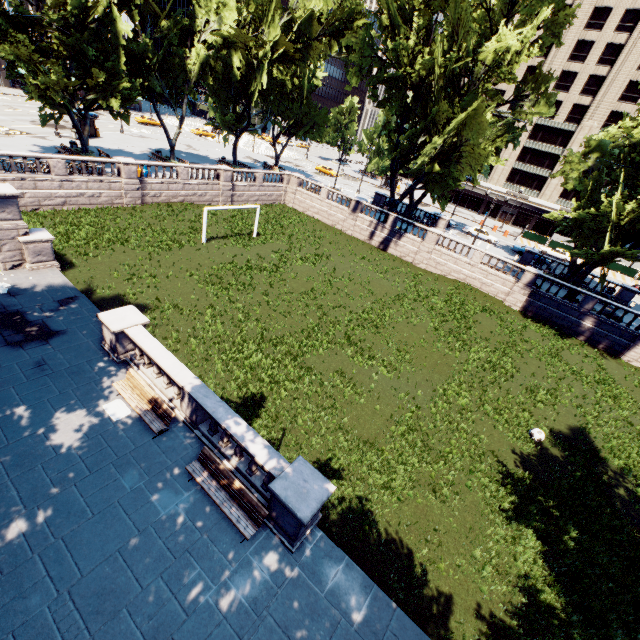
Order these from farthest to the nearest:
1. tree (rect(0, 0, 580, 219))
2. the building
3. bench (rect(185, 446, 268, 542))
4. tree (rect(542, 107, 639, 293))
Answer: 1. the building
2. tree (rect(0, 0, 580, 219))
3. tree (rect(542, 107, 639, 293))
4. bench (rect(185, 446, 268, 542))

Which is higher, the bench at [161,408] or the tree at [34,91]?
the tree at [34,91]

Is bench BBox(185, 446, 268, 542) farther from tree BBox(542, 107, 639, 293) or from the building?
the building

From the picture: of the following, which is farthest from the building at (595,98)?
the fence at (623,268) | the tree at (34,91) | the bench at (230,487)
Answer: the bench at (230,487)

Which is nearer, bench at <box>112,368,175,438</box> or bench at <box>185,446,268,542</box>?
bench at <box>185,446,268,542</box>

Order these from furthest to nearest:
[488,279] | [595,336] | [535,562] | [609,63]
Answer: [609,63], [488,279], [595,336], [535,562]

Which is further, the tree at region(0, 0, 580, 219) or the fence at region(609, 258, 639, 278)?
the fence at region(609, 258, 639, 278)

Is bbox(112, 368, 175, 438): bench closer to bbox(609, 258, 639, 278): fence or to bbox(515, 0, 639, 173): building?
bbox(609, 258, 639, 278): fence
